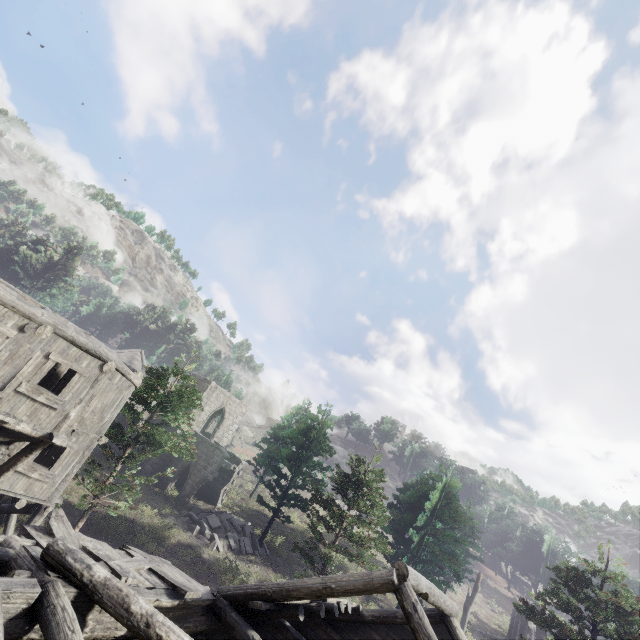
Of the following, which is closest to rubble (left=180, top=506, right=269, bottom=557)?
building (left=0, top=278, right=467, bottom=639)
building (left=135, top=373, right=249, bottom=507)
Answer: building (left=135, top=373, right=249, bottom=507)

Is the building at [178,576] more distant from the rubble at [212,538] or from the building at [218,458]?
the building at [218,458]

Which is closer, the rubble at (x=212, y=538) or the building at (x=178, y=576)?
the building at (x=178, y=576)

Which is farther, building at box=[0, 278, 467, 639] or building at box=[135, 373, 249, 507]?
building at box=[135, 373, 249, 507]

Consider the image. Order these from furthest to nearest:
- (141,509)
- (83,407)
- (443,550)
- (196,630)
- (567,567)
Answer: (443,550) < (141,509) < (567,567) < (83,407) < (196,630)

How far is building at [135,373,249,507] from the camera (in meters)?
26.09
